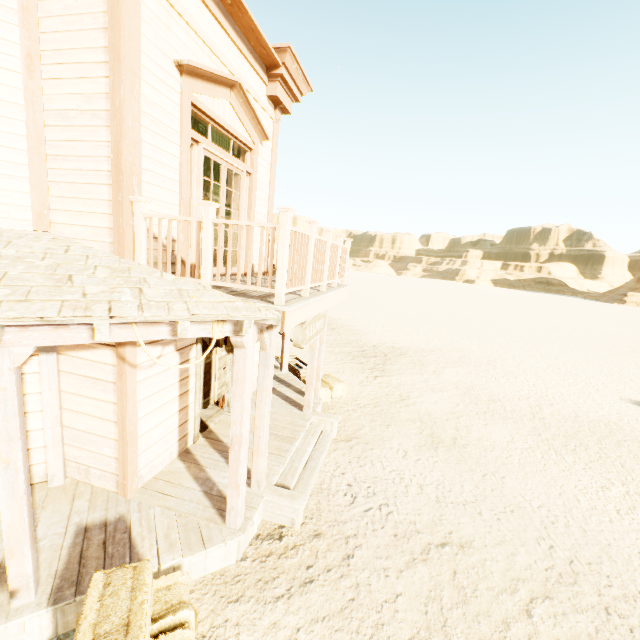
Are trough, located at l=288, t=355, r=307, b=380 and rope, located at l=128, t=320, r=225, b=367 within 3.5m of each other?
no

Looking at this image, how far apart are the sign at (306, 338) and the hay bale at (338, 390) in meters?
2.9

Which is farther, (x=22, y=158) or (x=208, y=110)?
(x=208, y=110)

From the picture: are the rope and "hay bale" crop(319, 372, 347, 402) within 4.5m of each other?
no

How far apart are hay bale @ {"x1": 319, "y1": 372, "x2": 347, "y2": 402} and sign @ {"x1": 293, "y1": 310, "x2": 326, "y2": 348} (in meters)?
2.91

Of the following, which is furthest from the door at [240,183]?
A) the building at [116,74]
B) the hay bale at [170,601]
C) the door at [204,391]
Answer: the hay bale at [170,601]

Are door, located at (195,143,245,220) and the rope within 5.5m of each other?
yes

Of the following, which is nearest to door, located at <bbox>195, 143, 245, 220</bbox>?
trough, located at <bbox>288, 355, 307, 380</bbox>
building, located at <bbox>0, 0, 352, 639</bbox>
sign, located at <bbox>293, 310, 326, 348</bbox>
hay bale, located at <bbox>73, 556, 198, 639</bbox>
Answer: building, located at <bbox>0, 0, 352, 639</bbox>
